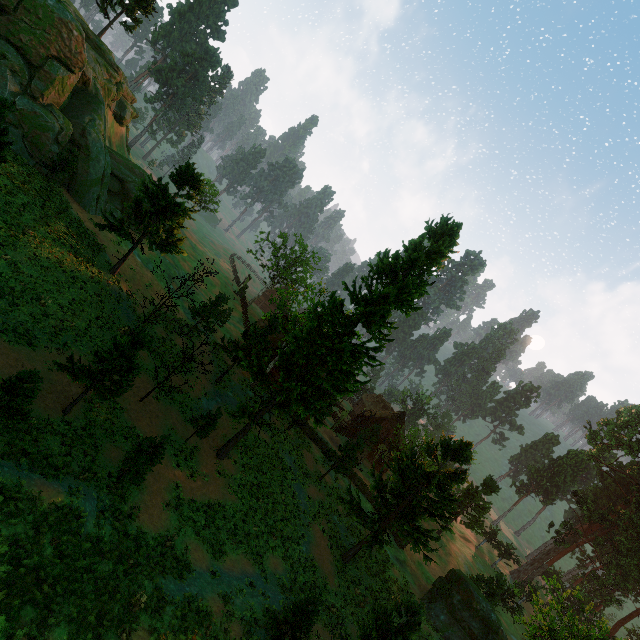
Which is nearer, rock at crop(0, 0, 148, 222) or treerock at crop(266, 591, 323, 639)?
treerock at crop(266, 591, 323, 639)

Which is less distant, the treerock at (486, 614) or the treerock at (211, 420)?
the treerock at (486, 614)

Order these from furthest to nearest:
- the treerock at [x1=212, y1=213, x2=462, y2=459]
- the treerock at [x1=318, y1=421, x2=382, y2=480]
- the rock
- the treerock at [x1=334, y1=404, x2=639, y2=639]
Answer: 1. the treerock at [x1=318, y1=421, x2=382, y2=480]
2. the rock
3. the treerock at [x1=212, y1=213, x2=462, y2=459]
4. the treerock at [x1=334, y1=404, x2=639, y2=639]

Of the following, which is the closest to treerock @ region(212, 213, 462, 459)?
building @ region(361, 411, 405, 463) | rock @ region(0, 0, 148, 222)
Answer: building @ region(361, 411, 405, 463)

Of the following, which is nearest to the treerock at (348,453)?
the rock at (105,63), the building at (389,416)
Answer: the building at (389,416)

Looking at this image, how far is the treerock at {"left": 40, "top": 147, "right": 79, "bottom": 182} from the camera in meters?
25.5

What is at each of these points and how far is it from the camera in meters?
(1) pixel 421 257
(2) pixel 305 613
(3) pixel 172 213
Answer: (1) treerock, 20.3 m
(2) treerock, 15.6 m
(3) treerock, 25.3 m
